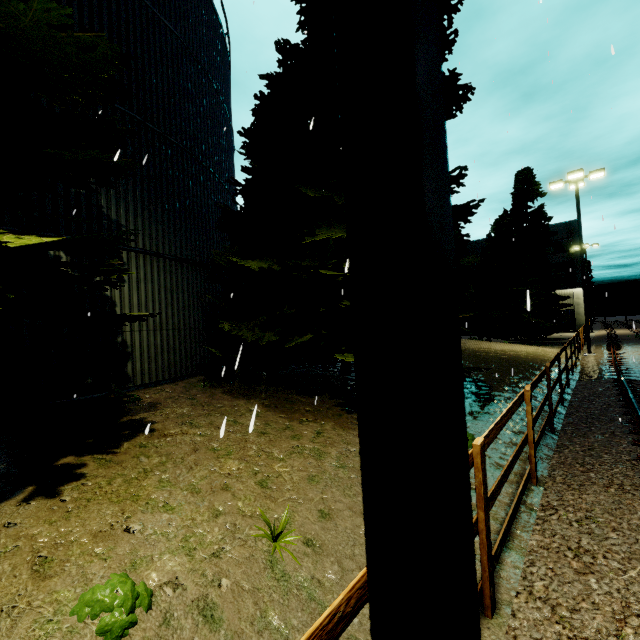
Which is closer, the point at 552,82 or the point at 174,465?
the point at 174,465

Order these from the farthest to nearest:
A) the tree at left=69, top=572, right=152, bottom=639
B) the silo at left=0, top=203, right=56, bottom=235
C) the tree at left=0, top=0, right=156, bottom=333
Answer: the silo at left=0, top=203, right=56, bottom=235, the tree at left=0, top=0, right=156, bottom=333, the tree at left=69, top=572, right=152, bottom=639

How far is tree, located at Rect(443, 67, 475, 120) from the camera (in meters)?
6.77

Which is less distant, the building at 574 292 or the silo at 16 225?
the silo at 16 225

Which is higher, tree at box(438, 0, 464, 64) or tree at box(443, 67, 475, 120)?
tree at box(438, 0, 464, 64)

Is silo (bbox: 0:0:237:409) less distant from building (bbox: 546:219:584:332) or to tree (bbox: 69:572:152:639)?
tree (bbox: 69:572:152:639)

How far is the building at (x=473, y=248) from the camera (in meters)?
52.36
